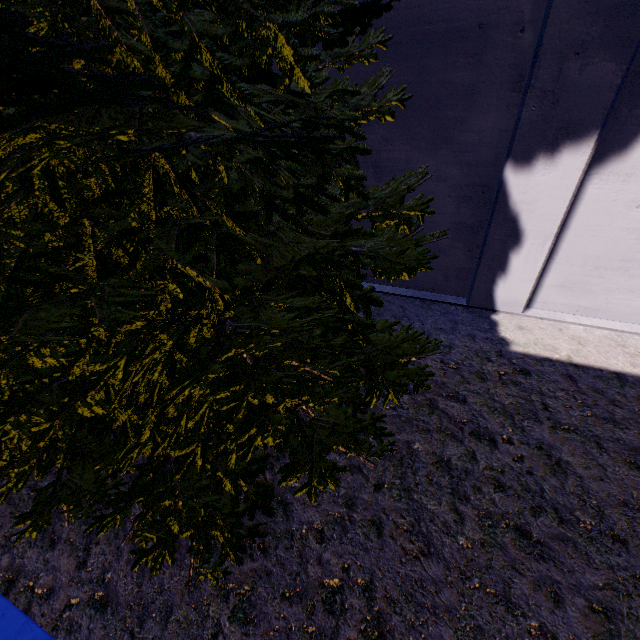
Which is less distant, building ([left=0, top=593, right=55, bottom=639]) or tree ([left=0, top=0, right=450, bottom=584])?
tree ([left=0, top=0, right=450, bottom=584])

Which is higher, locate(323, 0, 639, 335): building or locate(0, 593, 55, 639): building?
locate(323, 0, 639, 335): building

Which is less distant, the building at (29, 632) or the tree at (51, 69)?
the tree at (51, 69)

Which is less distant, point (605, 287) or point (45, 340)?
point (45, 340)

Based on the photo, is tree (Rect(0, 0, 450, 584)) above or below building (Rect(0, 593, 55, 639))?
above

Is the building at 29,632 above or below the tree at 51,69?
below
